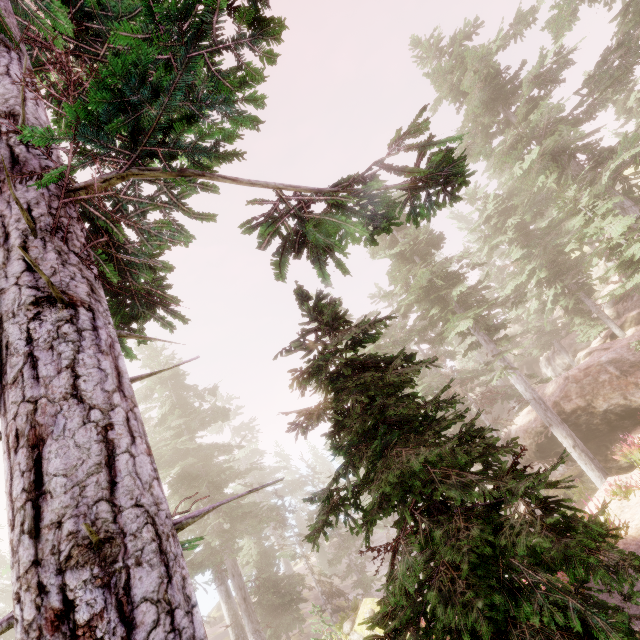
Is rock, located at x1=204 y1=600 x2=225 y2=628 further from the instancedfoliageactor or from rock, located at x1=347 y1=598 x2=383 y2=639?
rock, located at x1=347 y1=598 x2=383 y2=639

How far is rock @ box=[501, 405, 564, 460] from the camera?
17.00m

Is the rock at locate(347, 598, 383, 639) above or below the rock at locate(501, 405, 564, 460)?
below

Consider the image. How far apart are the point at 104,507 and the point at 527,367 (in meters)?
47.13

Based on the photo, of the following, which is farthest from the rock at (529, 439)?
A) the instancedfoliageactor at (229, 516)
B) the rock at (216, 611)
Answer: the rock at (216, 611)

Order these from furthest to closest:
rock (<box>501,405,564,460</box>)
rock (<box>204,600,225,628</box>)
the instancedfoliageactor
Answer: rock (<box>204,600,225,628</box>) < rock (<box>501,405,564,460</box>) < the instancedfoliageactor
